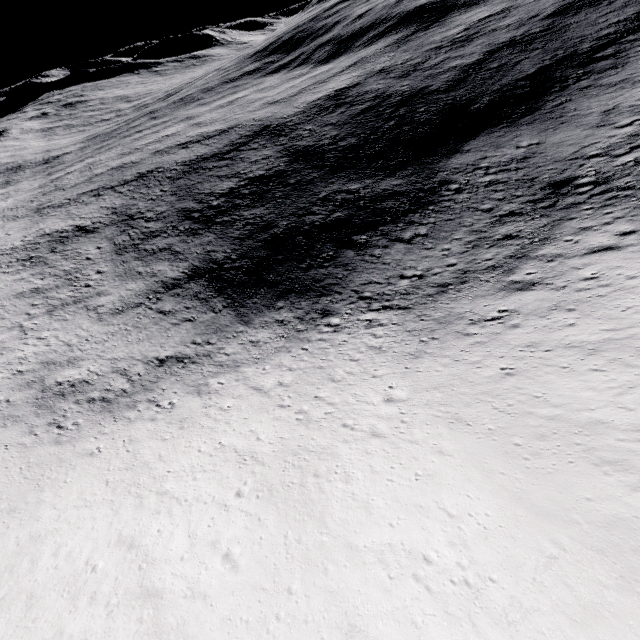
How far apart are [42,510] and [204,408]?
11.5 meters
